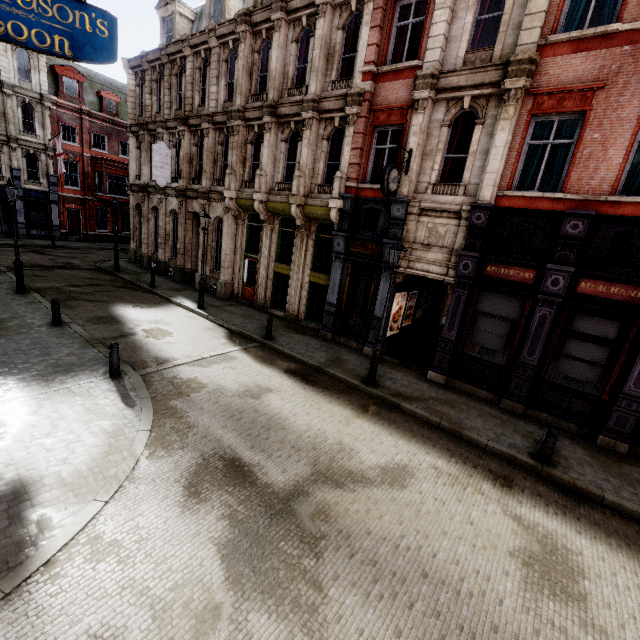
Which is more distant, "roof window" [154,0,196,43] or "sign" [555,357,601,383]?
"roof window" [154,0,196,43]

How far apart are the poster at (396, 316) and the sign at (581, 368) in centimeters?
587cm

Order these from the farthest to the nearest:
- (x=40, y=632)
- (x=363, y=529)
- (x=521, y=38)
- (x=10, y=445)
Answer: (x=521, y=38), (x=10, y=445), (x=363, y=529), (x=40, y=632)

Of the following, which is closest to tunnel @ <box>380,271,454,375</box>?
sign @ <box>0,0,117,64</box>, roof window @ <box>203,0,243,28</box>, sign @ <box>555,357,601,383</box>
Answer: sign @ <box>555,357,601,383</box>

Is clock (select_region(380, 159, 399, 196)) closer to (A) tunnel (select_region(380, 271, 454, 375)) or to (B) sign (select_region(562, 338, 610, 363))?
(A) tunnel (select_region(380, 271, 454, 375))

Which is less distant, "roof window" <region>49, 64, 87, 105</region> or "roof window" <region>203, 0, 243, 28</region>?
"roof window" <region>203, 0, 243, 28</region>

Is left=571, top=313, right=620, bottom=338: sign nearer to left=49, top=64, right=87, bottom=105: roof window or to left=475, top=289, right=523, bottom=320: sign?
left=475, top=289, right=523, bottom=320: sign

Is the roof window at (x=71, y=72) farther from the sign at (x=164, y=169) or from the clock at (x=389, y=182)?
the clock at (x=389, y=182)
